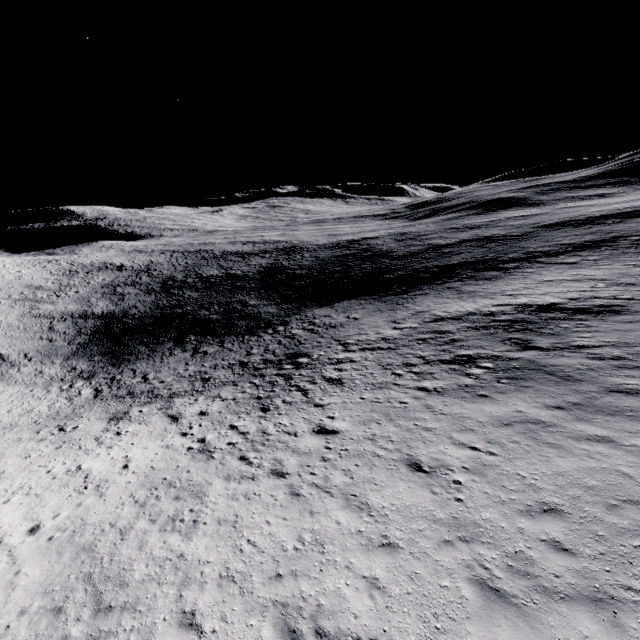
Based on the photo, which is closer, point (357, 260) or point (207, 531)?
point (207, 531)
